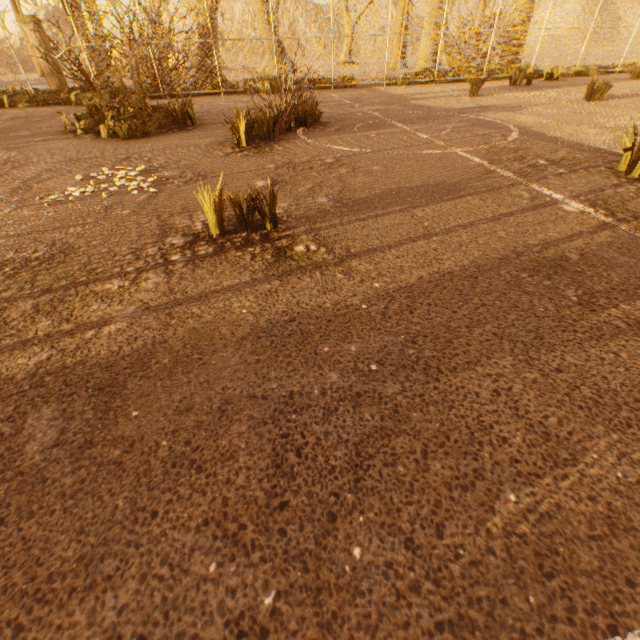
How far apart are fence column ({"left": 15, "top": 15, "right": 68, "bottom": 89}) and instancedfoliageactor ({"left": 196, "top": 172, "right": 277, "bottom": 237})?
18.7 meters

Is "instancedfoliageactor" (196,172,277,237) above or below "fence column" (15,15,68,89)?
below

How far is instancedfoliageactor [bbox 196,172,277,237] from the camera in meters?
2.4 m

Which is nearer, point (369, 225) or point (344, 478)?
point (344, 478)

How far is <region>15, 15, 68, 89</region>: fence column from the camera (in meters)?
13.05

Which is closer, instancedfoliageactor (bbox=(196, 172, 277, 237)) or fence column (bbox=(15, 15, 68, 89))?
instancedfoliageactor (bbox=(196, 172, 277, 237))

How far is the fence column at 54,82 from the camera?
13.1m

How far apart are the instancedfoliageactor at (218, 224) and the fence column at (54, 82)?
18.73m
